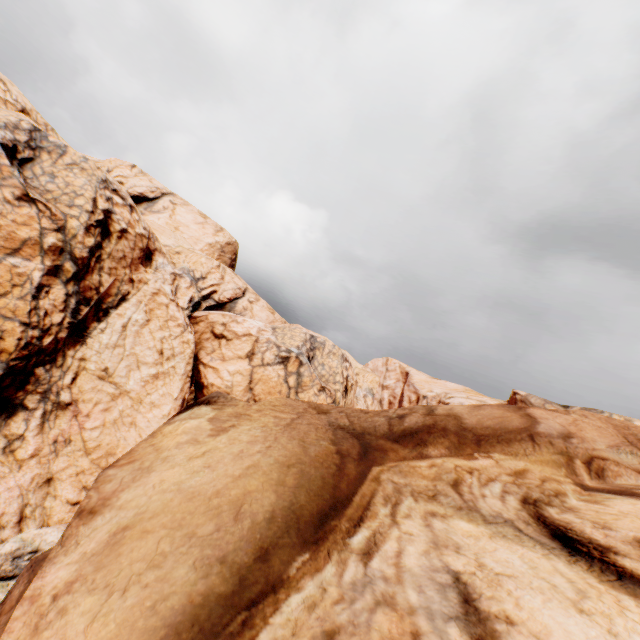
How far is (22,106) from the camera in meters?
50.8 m
